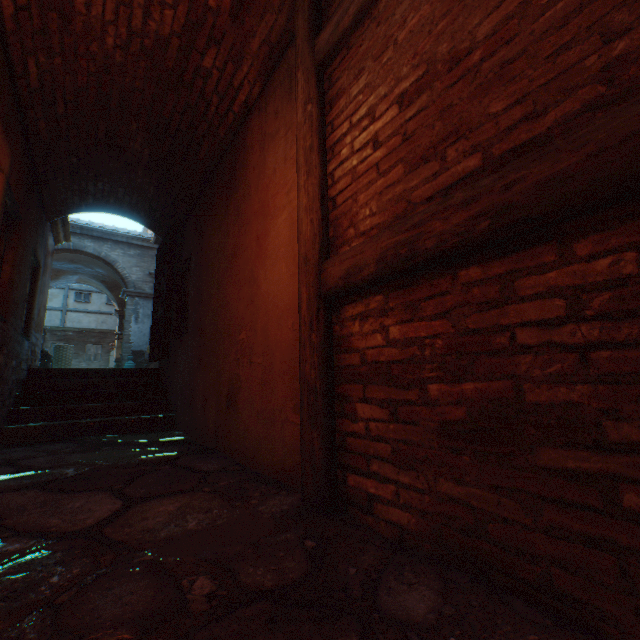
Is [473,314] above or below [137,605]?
above

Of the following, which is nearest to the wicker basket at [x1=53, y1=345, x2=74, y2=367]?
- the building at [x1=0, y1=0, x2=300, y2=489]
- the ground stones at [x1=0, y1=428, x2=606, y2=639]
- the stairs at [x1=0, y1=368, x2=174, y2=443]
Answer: the building at [x1=0, y1=0, x2=300, y2=489]

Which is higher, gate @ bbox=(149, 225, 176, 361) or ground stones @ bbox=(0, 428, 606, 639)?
gate @ bbox=(149, 225, 176, 361)

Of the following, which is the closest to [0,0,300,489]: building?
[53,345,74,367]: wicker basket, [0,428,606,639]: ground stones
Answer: [0,428,606,639]: ground stones

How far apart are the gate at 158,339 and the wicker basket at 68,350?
5.44m

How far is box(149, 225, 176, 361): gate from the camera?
5.61m

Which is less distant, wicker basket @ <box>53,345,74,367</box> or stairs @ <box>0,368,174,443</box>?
stairs @ <box>0,368,174,443</box>

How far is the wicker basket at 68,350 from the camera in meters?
9.8
